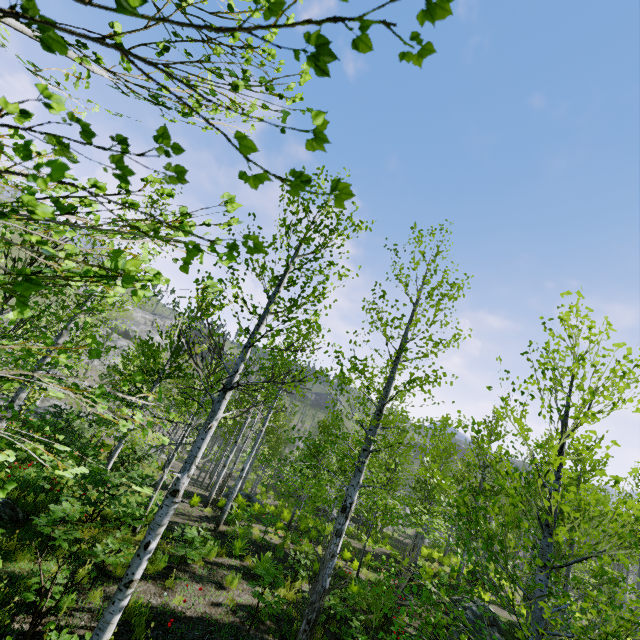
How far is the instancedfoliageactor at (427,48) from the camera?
0.5m

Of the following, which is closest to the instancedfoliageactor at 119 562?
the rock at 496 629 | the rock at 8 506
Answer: the rock at 496 629

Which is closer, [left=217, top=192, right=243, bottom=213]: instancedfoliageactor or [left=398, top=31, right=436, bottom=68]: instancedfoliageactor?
[left=398, top=31, right=436, bottom=68]: instancedfoliageactor

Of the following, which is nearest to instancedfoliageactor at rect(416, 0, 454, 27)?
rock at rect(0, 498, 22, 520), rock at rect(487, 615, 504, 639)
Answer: rock at rect(487, 615, 504, 639)

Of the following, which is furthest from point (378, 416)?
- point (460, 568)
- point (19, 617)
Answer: point (460, 568)

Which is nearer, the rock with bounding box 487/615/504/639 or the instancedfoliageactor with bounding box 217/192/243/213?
the instancedfoliageactor with bounding box 217/192/243/213

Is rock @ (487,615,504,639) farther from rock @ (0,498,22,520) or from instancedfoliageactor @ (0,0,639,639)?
rock @ (0,498,22,520)
